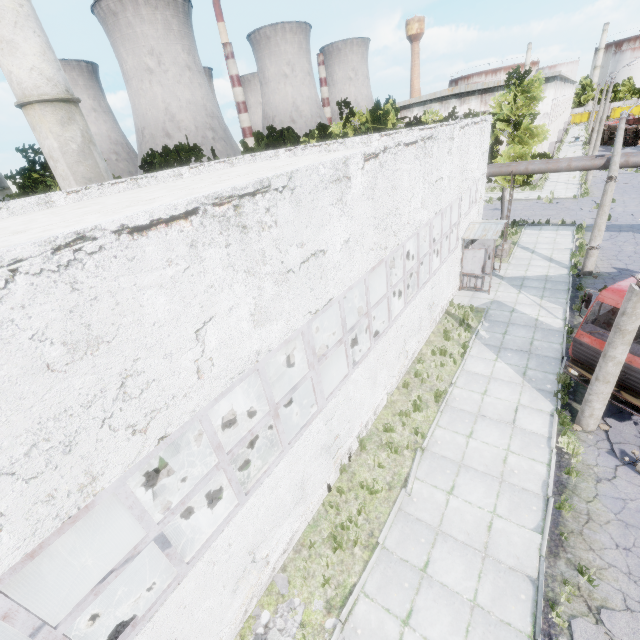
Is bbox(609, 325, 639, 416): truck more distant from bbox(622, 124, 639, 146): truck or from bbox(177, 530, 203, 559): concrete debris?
bbox(622, 124, 639, 146): truck

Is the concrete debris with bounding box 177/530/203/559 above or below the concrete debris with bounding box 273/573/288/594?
above

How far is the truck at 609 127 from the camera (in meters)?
49.30

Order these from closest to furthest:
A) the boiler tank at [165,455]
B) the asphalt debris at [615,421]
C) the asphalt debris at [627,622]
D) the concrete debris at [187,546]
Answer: the asphalt debris at [627,622], the concrete debris at [187,546], the asphalt debris at [615,421], the boiler tank at [165,455]

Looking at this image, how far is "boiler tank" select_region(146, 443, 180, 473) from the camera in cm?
1002

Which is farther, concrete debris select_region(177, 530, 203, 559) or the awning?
the awning

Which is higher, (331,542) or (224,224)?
(224,224)

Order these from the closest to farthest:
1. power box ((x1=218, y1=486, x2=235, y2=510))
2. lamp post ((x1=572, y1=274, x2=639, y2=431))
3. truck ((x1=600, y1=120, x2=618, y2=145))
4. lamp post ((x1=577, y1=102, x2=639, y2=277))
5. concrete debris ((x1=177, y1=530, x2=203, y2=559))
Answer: power box ((x1=218, y1=486, x2=235, y2=510)) < lamp post ((x1=572, y1=274, x2=639, y2=431)) < concrete debris ((x1=177, y1=530, x2=203, y2=559)) < lamp post ((x1=577, y1=102, x2=639, y2=277)) < truck ((x1=600, y1=120, x2=618, y2=145))
